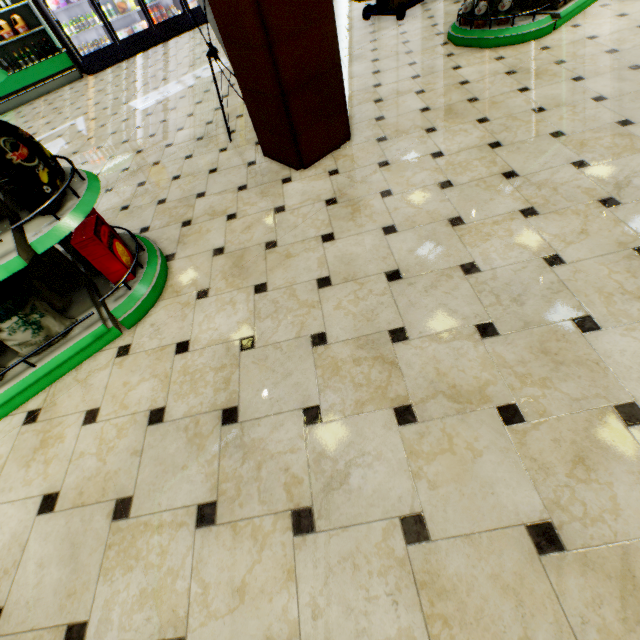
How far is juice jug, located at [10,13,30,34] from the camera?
7.1m

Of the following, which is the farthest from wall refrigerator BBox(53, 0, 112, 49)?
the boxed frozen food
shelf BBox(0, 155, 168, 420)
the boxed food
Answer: the boxed food

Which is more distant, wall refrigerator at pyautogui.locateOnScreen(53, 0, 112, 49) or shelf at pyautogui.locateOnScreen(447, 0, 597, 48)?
wall refrigerator at pyautogui.locateOnScreen(53, 0, 112, 49)

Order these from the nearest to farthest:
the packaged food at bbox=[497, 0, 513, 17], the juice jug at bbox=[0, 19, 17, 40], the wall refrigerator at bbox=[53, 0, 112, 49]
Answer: the packaged food at bbox=[497, 0, 513, 17]
the juice jug at bbox=[0, 19, 17, 40]
the wall refrigerator at bbox=[53, 0, 112, 49]

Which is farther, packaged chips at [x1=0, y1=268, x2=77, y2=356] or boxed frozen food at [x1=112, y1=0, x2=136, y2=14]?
boxed frozen food at [x1=112, y1=0, x2=136, y2=14]

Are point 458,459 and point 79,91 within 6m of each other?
no

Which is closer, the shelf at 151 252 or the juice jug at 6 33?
the shelf at 151 252

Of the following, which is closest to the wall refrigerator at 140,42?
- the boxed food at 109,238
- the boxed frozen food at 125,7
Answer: the boxed frozen food at 125,7
